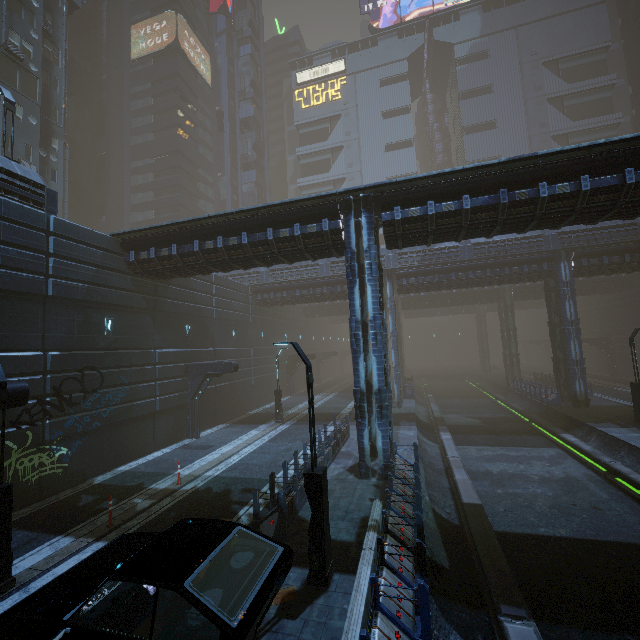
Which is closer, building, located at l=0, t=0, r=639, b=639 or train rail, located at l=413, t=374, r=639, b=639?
train rail, located at l=413, t=374, r=639, b=639

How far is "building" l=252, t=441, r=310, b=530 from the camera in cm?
980

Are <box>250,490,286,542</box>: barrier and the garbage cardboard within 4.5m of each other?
yes

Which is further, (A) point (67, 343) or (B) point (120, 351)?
(B) point (120, 351)

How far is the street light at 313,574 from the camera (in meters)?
7.37

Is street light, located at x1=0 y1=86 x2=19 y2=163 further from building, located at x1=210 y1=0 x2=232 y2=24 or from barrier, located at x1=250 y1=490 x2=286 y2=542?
barrier, located at x1=250 y1=490 x2=286 y2=542

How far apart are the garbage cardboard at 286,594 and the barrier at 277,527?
0.73m

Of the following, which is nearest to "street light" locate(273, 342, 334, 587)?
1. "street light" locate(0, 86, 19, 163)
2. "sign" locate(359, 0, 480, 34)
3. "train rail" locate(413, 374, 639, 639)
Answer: "train rail" locate(413, 374, 639, 639)
